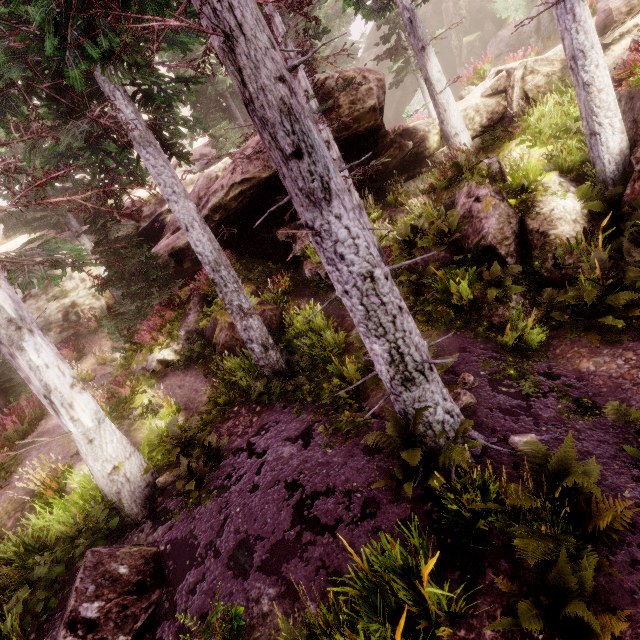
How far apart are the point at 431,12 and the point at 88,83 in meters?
36.0 m

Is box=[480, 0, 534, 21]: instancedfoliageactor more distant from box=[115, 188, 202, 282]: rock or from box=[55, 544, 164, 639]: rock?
box=[55, 544, 164, 639]: rock

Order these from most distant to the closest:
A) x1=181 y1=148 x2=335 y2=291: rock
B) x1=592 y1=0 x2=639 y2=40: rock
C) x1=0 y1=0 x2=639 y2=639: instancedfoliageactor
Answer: x1=181 y1=148 x2=335 y2=291: rock, x1=592 y1=0 x2=639 y2=40: rock, x1=0 y1=0 x2=639 y2=639: instancedfoliageactor

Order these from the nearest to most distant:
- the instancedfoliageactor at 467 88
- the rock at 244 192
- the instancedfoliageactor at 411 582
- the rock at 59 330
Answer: the instancedfoliageactor at 411 582, the rock at 244 192, the instancedfoliageactor at 467 88, the rock at 59 330

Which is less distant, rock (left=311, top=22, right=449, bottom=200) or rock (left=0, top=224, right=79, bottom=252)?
rock (left=311, top=22, right=449, bottom=200)

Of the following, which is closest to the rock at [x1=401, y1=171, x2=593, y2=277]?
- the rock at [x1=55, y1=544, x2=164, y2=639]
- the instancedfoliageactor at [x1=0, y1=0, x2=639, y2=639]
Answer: the instancedfoliageactor at [x1=0, y1=0, x2=639, y2=639]

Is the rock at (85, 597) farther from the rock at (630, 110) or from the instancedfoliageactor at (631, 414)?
the rock at (630, 110)

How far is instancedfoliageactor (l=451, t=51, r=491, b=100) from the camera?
14.3 meters
